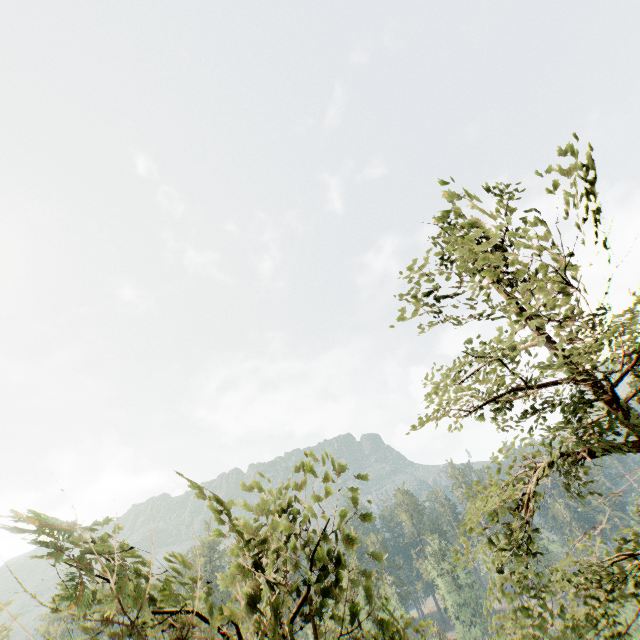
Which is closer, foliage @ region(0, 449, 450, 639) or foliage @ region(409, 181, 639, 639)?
foliage @ region(0, 449, 450, 639)

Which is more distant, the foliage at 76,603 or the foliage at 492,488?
the foliage at 492,488

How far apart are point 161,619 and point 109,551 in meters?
1.7
